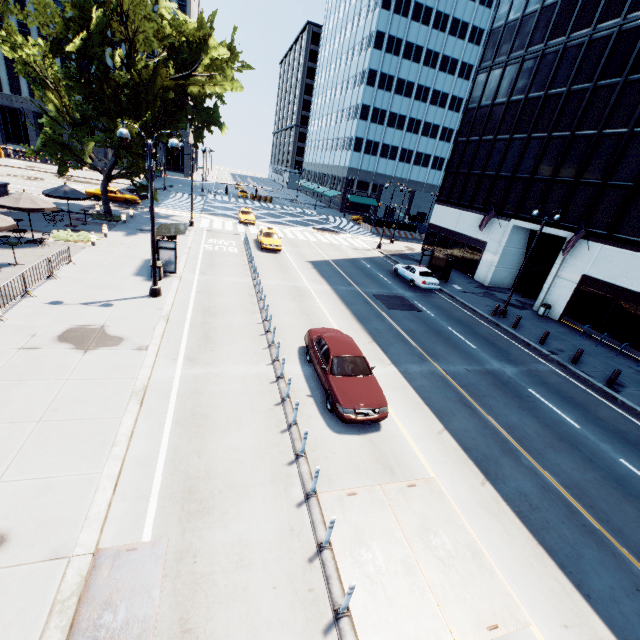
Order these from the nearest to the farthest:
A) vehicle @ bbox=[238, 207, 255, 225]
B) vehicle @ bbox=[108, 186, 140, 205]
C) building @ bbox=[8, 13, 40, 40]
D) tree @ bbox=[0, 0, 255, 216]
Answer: tree @ bbox=[0, 0, 255, 216] < vehicle @ bbox=[108, 186, 140, 205] < vehicle @ bbox=[238, 207, 255, 225] < building @ bbox=[8, 13, 40, 40]

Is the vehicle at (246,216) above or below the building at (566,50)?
below

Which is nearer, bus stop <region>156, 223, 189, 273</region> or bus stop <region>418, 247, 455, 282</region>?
bus stop <region>156, 223, 189, 273</region>

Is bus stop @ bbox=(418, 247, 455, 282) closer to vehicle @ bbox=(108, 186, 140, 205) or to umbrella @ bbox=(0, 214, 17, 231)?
umbrella @ bbox=(0, 214, 17, 231)

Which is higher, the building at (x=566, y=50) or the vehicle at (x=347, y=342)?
the building at (x=566, y=50)

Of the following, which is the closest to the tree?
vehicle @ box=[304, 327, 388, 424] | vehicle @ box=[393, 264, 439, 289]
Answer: vehicle @ box=[304, 327, 388, 424]

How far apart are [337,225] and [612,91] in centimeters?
3413cm

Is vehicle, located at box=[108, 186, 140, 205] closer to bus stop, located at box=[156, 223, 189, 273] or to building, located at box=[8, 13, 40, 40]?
bus stop, located at box=[156, 223, 189, 273]
